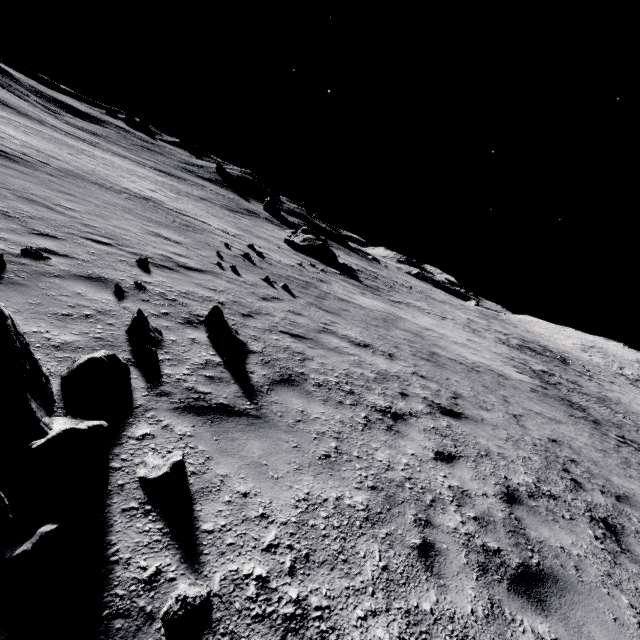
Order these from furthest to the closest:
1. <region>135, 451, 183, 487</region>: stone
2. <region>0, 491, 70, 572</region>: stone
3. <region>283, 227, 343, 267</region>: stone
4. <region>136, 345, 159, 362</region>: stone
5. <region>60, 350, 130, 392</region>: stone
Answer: <region>283, 227, 343, 267</region>: stone → <region>136, 345, 159, 362</region>: stone → <region>60, 350, 130, 392</region>: stone → <region>135, 451, 183, 487</region>: stone → <region>0, 491, 70, 572</region>: stone

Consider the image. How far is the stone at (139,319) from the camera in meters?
4.7 m

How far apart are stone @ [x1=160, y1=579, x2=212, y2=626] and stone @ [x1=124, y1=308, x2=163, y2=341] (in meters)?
3.43

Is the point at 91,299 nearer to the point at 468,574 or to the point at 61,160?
the point at 468,574

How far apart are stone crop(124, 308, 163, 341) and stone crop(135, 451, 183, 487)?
2.3m

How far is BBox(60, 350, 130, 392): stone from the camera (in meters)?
3.34

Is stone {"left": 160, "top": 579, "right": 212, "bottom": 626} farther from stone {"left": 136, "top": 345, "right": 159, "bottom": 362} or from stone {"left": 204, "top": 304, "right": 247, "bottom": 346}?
stone {"left": 204, "top": 304, "right": 247, "bottom": 346}

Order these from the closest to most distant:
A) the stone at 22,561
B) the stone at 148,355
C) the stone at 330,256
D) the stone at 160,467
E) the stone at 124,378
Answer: the stone at 22,561, the stone at 160,467, the stone at 124,378, the stone at 148,355, the stone at 330,256
